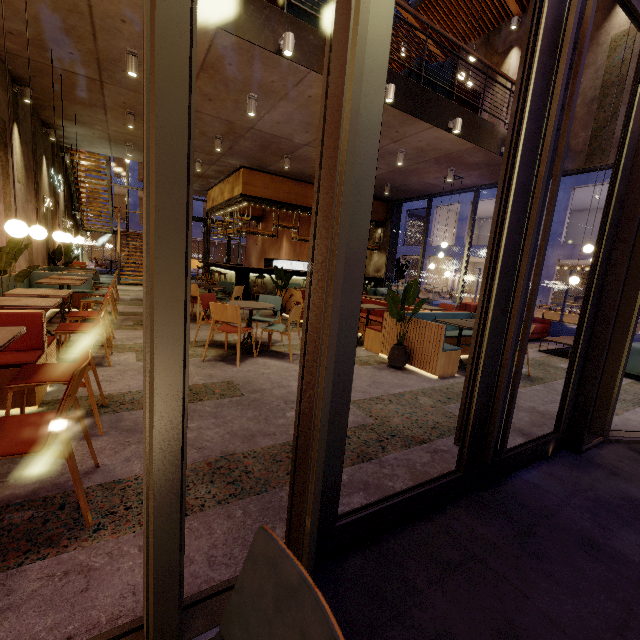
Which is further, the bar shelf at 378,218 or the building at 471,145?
the bar shelf at 378,218

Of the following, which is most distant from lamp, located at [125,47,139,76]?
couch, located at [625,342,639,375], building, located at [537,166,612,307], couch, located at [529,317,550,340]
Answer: building, located at [537,166,612,307]

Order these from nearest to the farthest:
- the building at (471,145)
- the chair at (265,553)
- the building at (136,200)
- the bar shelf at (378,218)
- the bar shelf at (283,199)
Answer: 1. the chair at (265,553)
2. the building at (471,145)
3. the bar shelf at (283,199)
4. the bar shelf at (378,218)
5. the building at (136,200)

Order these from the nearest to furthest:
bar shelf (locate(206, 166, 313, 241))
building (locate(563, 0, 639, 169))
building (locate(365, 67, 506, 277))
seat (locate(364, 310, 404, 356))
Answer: seat (locate(364, 310, 404, 356)) → building (locate(365, 67, 506, 277)) → building (locate(563, 0, 639, 169)) → bar shelf (locate(206, 166, 313, 241))

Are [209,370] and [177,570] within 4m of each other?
yes

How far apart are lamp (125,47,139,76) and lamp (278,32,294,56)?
2.34m

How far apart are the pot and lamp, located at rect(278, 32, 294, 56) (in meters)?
4.67

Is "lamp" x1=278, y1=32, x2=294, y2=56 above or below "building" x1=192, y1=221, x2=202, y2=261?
above
